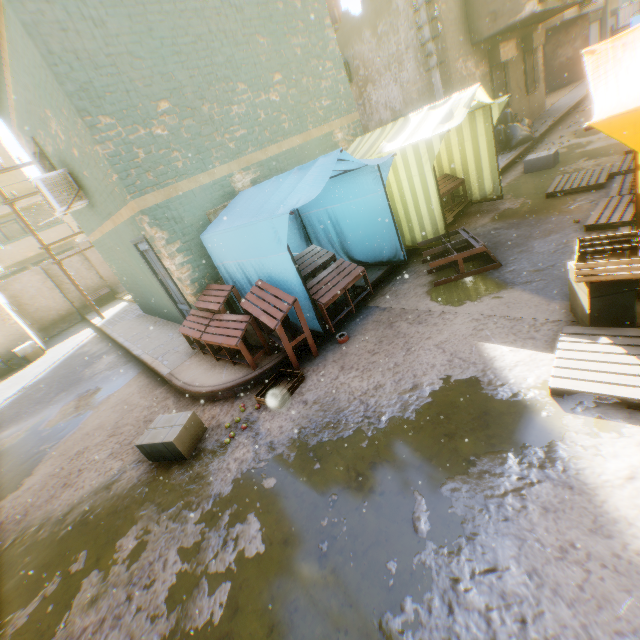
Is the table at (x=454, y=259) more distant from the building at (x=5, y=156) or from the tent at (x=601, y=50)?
the building at (x=5, y=156)

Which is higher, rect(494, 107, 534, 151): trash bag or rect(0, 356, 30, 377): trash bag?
rect(494, 107, 534, 151): trash bag

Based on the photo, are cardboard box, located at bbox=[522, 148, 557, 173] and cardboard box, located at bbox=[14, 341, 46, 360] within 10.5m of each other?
no

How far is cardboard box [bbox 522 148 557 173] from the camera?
8.98m

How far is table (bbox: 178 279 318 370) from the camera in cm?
482

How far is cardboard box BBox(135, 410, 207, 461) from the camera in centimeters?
435cm

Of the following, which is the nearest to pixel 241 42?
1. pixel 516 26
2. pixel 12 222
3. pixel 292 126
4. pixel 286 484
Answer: pixel 292 126

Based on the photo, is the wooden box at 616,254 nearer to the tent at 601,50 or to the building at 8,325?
the tent at 601,50
